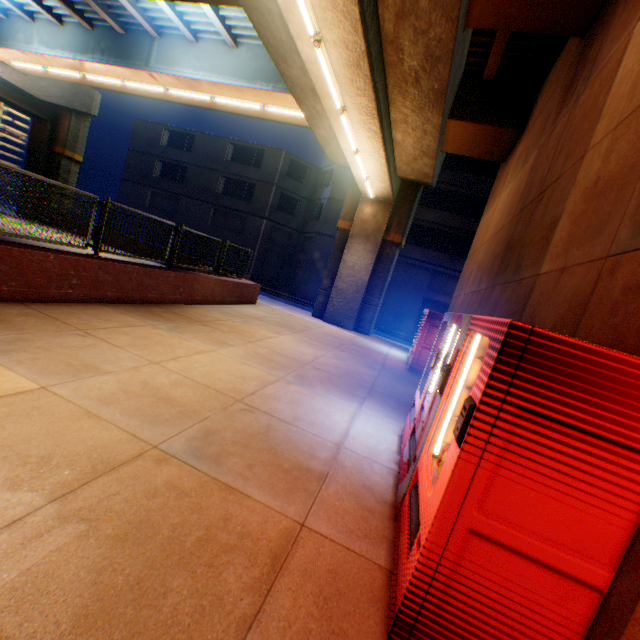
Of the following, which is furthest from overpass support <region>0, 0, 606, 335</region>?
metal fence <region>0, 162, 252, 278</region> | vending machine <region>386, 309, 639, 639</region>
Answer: vending machine <region>386, 309, 639, 639</region>

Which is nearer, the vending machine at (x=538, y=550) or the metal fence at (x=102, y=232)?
the vending machine at (x=538, y=550)

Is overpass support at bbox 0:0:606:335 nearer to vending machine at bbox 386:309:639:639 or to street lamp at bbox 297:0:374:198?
street lamp at bbox 297:0:374:198

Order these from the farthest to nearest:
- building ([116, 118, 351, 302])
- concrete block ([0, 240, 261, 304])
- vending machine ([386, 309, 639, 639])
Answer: building ([116, 118, 351, 302]) → concrete block ([0, 240, 261, 304]) → vending machine ([386, 309, 639, 639])

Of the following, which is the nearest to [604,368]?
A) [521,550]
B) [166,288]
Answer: [521,550]

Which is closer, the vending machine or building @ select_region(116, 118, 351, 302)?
the vending machine

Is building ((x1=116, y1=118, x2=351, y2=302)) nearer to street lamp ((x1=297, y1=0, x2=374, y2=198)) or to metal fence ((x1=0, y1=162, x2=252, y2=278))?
metal fence ((x1=0, y1=162, x2=252, y2=278))

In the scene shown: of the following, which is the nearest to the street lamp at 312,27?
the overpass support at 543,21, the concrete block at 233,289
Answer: the overpass support at 543,21
